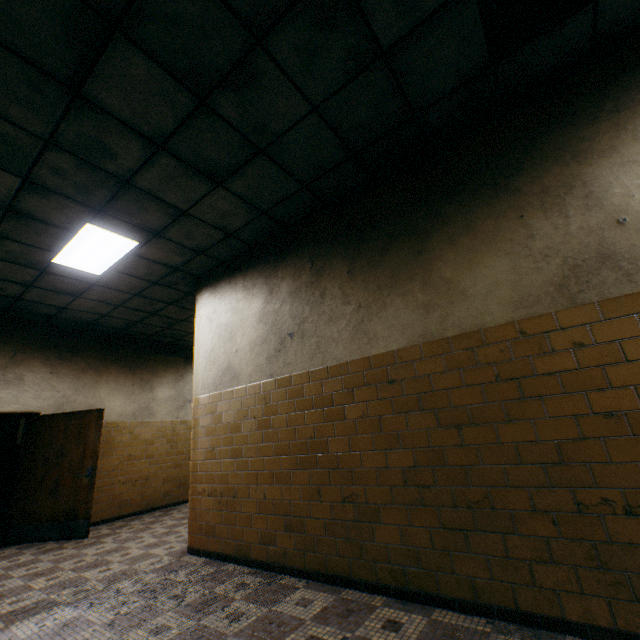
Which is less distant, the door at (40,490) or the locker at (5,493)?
the door at (40,490)

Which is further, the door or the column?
the column

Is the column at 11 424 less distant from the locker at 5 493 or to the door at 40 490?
the locker at 5 493

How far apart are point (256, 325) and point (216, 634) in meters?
3.0

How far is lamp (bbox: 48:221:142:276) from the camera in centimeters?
411cm

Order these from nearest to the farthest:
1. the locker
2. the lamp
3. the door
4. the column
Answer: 1. the lamp
2. the door
3. the locker
4. the column

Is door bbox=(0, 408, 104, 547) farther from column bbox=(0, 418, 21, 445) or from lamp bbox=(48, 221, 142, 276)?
column bbox=(0, 418, 21, 445)
